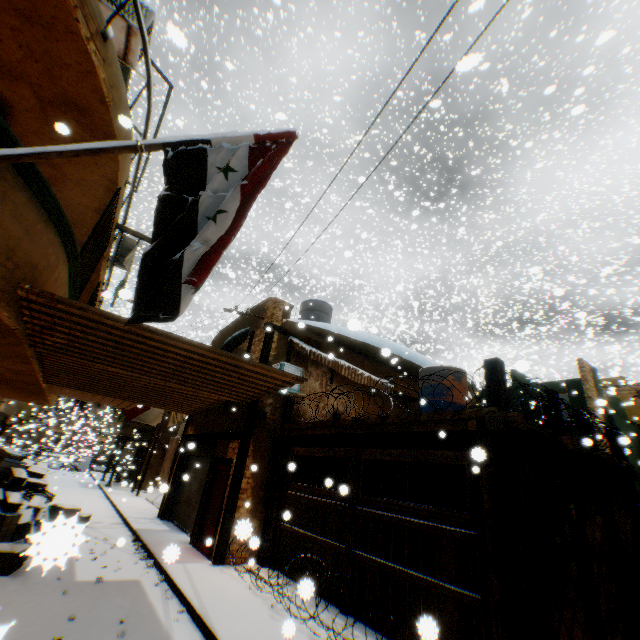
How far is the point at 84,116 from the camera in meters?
4.5

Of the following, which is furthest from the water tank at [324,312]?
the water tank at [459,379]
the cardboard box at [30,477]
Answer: the cardboard box at [30,477]

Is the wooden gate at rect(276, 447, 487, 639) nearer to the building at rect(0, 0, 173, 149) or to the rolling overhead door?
the building at rect(0, 0, 173, 149)

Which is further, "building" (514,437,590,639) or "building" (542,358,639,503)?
"building" (542,358,639,503)

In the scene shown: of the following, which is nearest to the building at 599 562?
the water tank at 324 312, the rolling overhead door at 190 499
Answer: the rolling overhead door at 190 499

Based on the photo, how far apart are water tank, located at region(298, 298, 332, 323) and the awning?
2.2m

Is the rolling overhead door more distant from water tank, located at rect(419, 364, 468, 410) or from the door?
water tank, located at rect(419, 364, 468, 410)

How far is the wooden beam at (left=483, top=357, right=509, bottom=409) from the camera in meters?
5.2
